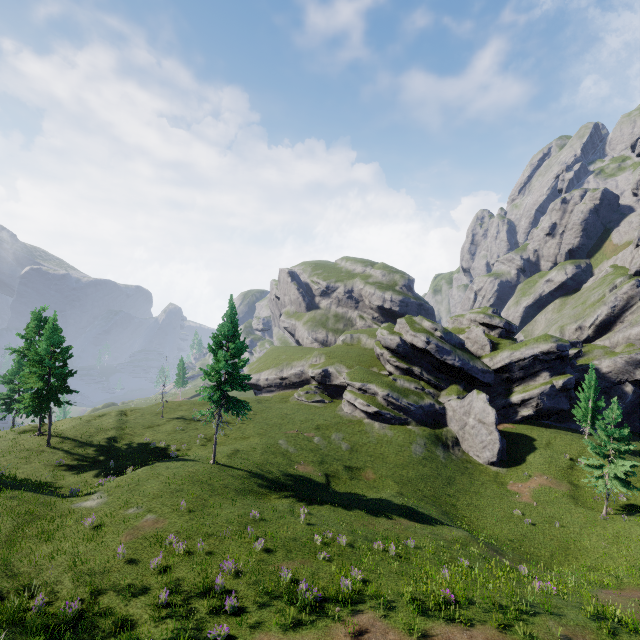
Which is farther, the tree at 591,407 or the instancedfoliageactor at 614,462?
the tree at 591,407

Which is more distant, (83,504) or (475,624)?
(83,504)

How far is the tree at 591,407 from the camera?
39.69m

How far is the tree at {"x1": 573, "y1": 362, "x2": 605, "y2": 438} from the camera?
39.69m

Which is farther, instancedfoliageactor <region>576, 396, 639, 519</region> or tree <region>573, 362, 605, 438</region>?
tree <region>573, 362, 605, 438</region>
